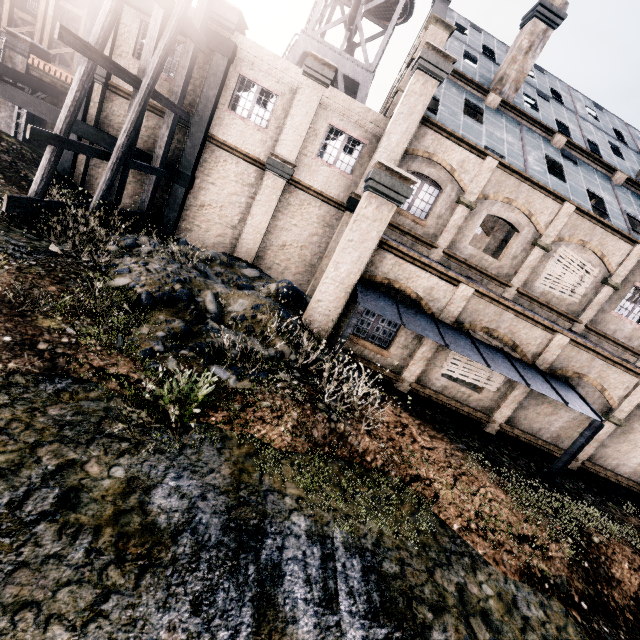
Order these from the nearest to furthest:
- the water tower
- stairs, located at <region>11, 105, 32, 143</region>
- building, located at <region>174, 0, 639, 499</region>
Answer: building, located at <region>174, 0, 639, 499</region>
stairs, located at <region>11, 105, 32, 143</region>
the water tower

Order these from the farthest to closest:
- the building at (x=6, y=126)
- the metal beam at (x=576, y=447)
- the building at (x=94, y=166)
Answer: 1. the building at (x=6, y=126)
2. the building at (x=94, y=166)
3. the metal beam at (x=576, y=447)

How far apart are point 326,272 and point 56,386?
8.28m

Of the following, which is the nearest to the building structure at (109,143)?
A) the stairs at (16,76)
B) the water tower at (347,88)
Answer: the stairs at (16,76)

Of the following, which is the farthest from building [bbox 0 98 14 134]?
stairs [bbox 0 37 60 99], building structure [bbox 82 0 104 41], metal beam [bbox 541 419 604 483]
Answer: metal beam [bbox 541 419 604 483]

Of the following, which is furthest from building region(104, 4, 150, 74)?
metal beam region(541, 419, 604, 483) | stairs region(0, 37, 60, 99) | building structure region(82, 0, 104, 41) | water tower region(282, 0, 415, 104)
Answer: metal beam region(541, 419, 604, 483)

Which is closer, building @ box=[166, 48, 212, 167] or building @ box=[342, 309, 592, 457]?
building @ box=[342, 309, 592, 457]
